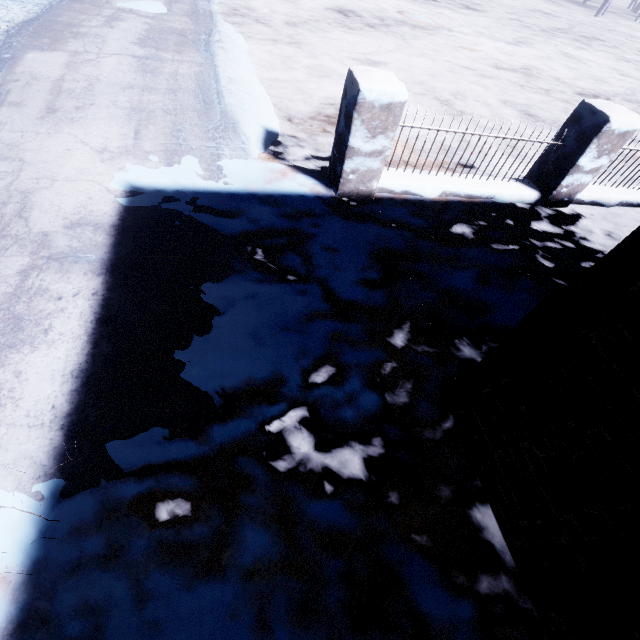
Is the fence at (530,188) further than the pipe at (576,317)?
Yes

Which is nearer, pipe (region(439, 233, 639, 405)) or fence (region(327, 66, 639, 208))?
pipe (region(439, 233, 639, 405))

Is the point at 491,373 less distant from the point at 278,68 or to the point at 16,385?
the point at 16,385
